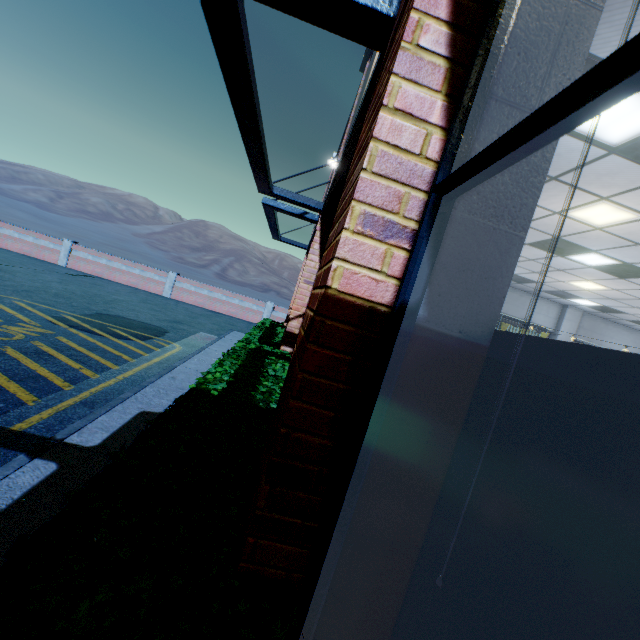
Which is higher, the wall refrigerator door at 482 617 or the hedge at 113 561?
the wall refrigerator door at 482 617

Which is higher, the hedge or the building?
the building

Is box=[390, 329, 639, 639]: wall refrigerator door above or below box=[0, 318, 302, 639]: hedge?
above

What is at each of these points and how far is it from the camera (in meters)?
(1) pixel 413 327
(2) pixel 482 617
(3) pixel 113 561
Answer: (1) building, 1.21
(2) wall refrigerator door, 0.95
(3) hedge, 1.15

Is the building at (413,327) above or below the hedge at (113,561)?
above
